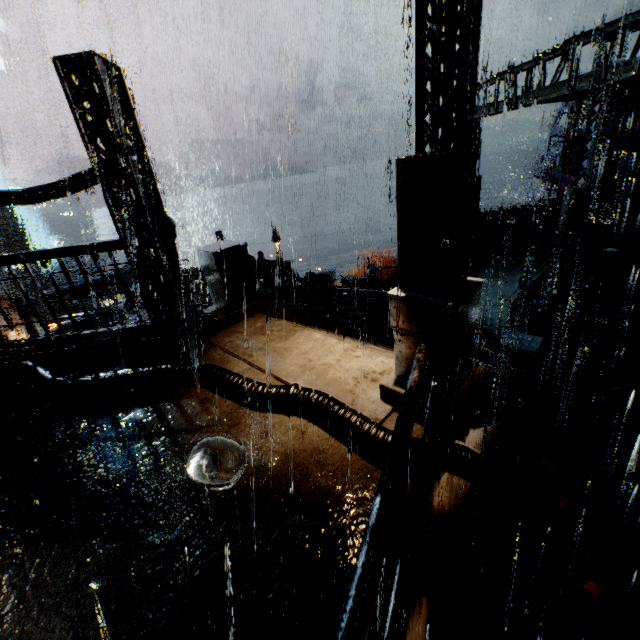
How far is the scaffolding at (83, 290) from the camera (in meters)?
9.11

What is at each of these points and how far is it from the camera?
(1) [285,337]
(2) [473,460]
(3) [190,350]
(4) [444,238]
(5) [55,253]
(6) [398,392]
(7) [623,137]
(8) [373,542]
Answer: A:
(1) stairs, 6.5m
(2) pipe, 3.3m
(3) building, 6.6m
(4) street light, 3.3m
(5) railing, 6.2m
(6) building, 4.2m
(7) building, 15.9m
(8) railing, 1.9m

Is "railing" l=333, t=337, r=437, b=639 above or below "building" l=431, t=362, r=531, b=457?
above

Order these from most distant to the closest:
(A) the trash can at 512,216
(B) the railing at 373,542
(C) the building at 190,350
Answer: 1. (A) the trash can at 512,216
2. (C) the building at 190,350
3. (B) the railing at 373,542

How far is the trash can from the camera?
16.8 meters

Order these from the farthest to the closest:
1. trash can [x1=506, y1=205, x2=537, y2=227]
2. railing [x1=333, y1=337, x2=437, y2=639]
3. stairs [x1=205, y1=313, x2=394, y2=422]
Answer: trash can [x1=506, y1=205, x2=537, y2=227] → stairs [x1=205, y1=313, x2=394, y2=422] → railing [x1=333, y1=337, x2=437, y2=639]

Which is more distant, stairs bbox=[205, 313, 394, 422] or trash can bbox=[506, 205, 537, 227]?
trash can bbox=[506, 205, 537, 227]

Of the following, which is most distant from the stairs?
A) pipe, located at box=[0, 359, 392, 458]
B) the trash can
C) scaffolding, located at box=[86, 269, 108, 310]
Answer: the trash can
